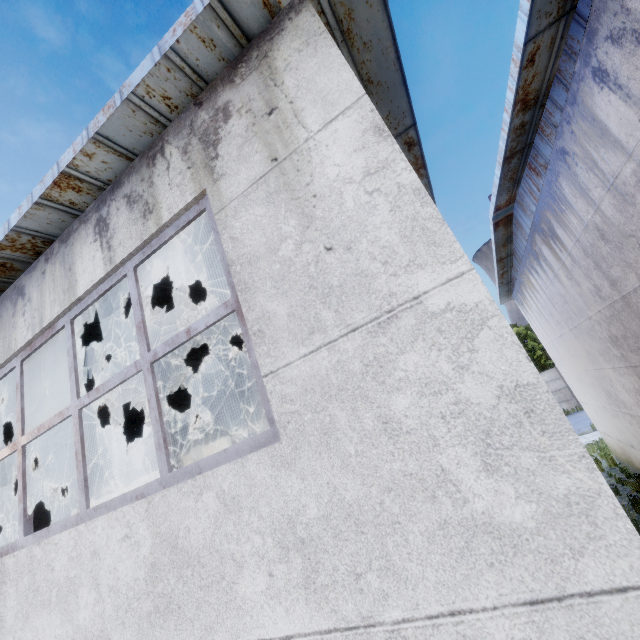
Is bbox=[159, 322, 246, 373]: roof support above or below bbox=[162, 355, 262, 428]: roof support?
below

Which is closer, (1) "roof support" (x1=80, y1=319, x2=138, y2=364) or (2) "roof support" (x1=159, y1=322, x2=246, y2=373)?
(1) "roof support" (x1=80, y1=319, x2=138, y2=364)

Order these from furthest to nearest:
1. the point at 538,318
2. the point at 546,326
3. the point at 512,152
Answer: the point at 538,318
the point at 546,326
the point at 512,152

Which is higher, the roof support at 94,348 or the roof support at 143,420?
the roof support at 143,420

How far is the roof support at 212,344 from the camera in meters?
8.5

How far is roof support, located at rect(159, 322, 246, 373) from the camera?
8.5 meters
